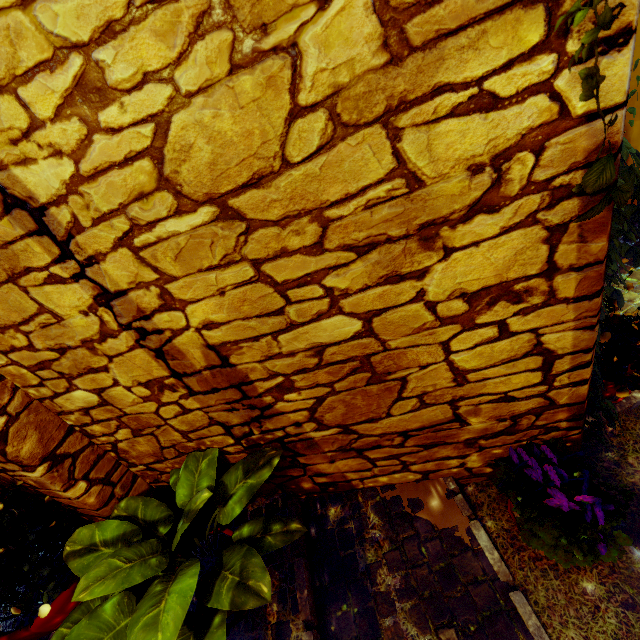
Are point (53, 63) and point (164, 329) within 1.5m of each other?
yes

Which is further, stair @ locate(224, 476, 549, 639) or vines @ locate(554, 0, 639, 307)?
stair @ locate(224, 476, 549, 639)

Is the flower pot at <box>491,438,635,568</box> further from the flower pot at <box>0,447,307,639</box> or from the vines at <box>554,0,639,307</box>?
the flower pot at <box>0,447,307,639</box>

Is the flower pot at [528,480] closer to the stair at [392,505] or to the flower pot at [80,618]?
the stair at [392,505]

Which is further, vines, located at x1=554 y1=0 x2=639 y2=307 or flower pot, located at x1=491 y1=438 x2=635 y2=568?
flower pot, located at x1=491 y1=438 x2=635 y2=568

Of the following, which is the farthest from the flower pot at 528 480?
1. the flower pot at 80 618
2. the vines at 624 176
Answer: the flower pot at 80 618

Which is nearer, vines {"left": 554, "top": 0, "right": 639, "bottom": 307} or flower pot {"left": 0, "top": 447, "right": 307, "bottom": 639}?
vines {"left": 554, "top": 0, "right": 639, "bottom": 307}

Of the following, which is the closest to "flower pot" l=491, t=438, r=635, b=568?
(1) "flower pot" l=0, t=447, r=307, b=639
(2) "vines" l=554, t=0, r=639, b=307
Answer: (2) "vines" l=554, t=0, r=639, b=307
